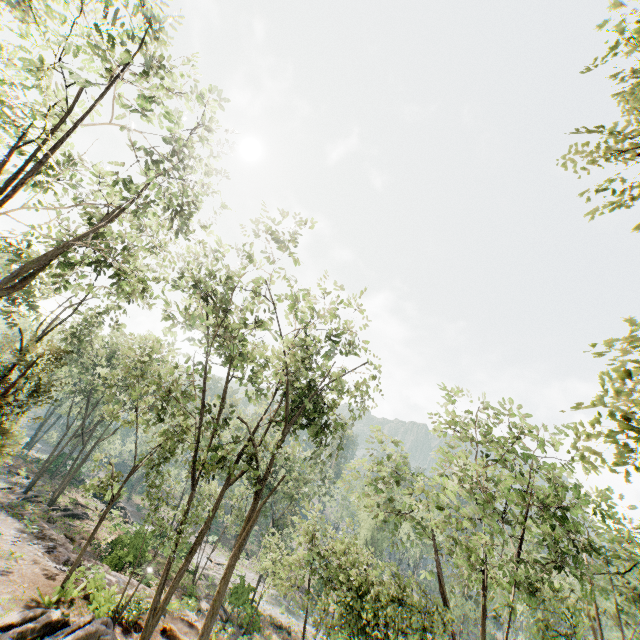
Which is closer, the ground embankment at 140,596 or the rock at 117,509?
the ground embankment at 140,596

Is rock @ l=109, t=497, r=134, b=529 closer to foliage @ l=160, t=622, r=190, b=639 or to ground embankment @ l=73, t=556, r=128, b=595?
foliage @ l=160, t=622, r=190, b=639

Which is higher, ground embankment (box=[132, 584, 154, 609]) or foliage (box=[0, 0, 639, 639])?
foliage (box=[0, 0, 639, 639])

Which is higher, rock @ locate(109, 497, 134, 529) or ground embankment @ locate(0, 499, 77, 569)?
ground embankment @ locate(0, 499, 77, 569)

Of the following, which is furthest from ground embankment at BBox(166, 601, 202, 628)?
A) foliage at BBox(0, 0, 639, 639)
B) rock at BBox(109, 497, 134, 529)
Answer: rock at BBox(109, 497, 134, 529)

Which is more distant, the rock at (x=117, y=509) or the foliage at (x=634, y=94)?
the rock at (x=117, y=509)

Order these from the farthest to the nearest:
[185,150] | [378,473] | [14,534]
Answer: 1. [378,473]
2. [14,534]
3. [185,150]

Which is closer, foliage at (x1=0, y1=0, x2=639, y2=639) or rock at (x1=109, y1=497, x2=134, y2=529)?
foliage at (x1=0, y1=0, x2=639, y2=639)
